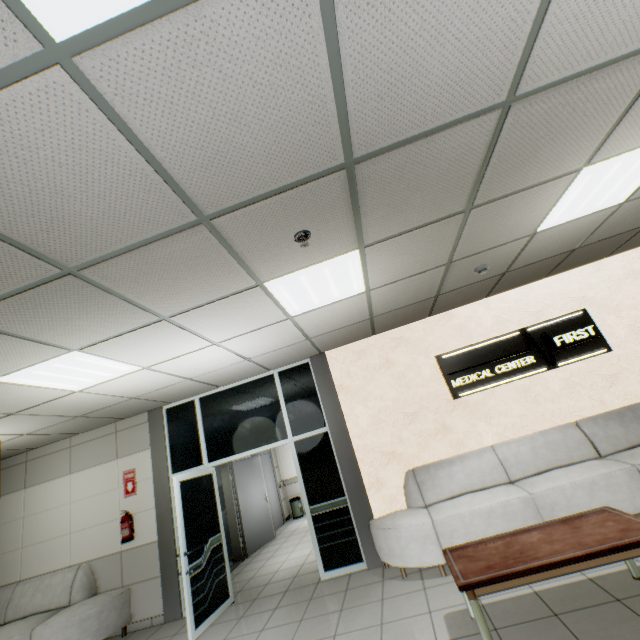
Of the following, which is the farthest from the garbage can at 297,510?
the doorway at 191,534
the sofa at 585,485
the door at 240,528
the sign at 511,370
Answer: the sign at 511,370

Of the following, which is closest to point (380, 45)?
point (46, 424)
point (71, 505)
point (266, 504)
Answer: point (46, 424)

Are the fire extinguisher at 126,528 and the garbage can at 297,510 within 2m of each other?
no

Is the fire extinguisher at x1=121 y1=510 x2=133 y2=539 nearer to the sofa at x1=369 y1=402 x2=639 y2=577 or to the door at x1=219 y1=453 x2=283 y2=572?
the door at x1=219 y1=453 x2=283 y2=572

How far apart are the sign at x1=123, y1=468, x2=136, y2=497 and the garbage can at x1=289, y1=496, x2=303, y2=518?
5.70m

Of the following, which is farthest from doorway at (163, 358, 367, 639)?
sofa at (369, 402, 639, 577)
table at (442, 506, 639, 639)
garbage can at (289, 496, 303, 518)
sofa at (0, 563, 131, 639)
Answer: garbage can at (289, 496, 303, 518)

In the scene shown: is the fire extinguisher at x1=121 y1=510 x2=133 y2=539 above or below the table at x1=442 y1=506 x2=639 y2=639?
above

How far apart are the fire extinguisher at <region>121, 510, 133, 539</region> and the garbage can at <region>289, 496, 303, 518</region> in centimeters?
569cm
